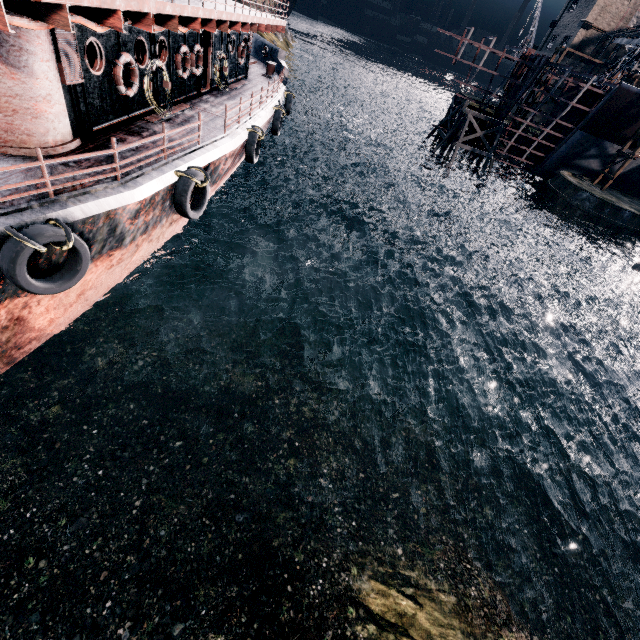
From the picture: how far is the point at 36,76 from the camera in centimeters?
751cm

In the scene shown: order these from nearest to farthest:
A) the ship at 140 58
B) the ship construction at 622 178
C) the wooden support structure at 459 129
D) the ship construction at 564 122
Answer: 1. the ship at 140 58
2. the ship construction at 564 122
3. the wooden support structure at 459 129
4. the ship construction at 622 178

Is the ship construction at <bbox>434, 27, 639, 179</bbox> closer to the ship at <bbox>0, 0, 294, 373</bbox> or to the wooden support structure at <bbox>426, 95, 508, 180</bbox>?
the wooden support structure at <bbox>426, 95, 508, 180</bbox>

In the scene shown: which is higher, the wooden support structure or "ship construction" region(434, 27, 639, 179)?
"ship construction" region(434, 27, 639, 179)

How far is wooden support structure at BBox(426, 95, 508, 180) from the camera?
39.9 meters

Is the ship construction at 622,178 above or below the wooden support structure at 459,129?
above

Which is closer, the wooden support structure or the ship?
the ship
